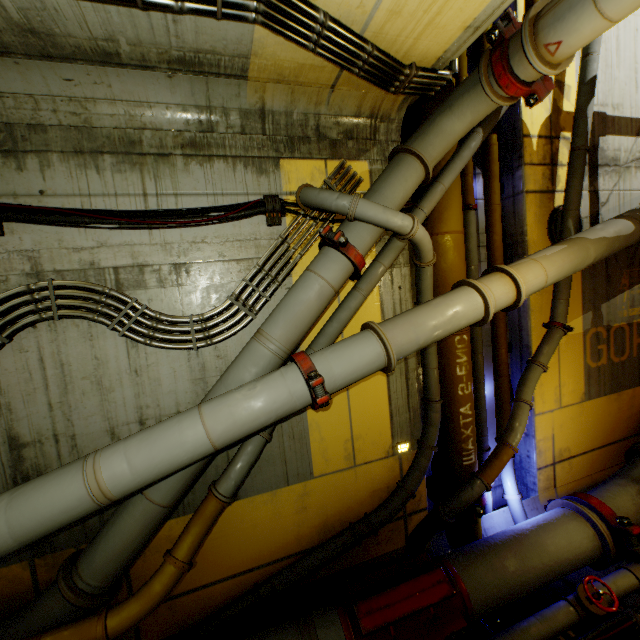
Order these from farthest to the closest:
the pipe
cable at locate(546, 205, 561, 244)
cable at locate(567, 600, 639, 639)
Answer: cable at locate(546, 205, 561, 244) < cable at locate(567, 600, 639, 639) < the pipe

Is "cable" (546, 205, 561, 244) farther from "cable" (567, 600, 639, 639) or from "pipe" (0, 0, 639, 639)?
"cable" (567, 600, 639, 639)

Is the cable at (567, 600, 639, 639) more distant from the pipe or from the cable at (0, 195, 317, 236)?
the cable at (0, 195, 317, 236)

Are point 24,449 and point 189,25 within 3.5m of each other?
no

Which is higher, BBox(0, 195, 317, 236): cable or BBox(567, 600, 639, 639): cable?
BBox(0, 195, 317, 236): cable

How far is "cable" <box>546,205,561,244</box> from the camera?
5.7m

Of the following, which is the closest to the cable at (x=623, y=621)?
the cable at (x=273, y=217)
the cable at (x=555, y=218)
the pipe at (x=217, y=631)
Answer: the pipe at (x=217, y=631)
